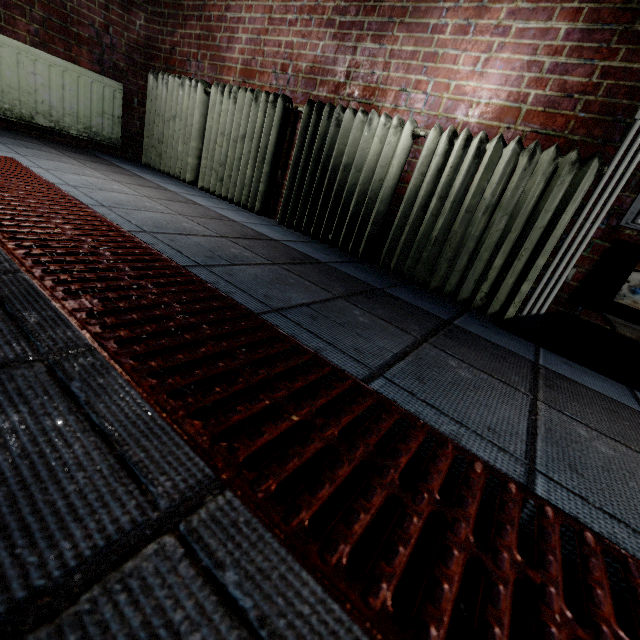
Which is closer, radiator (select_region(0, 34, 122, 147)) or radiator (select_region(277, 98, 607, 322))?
radiator (select_region(277, 98, 607, 322))

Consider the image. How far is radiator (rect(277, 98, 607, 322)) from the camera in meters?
1.5

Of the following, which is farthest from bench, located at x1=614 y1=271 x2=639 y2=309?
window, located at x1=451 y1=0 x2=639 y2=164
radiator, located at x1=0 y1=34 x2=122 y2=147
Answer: radiator, located at x1=0 y1=34 x2=122 y2=147

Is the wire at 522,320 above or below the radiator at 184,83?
below

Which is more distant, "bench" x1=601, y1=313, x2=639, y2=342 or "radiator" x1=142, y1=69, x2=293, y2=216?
"radiator" x1=142, y1=69, x2=293, y2=216

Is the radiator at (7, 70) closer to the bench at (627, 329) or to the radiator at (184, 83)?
the radiator at (184, 83)

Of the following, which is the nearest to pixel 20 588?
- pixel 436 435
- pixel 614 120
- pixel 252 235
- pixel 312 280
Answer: pixel 436 435
